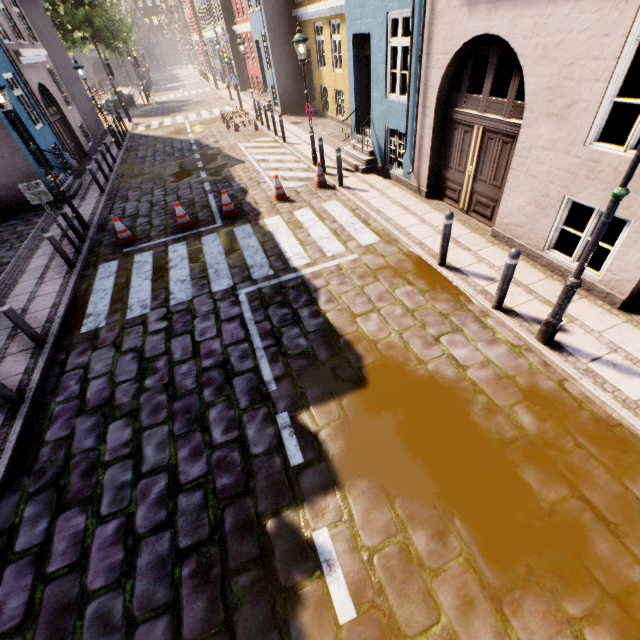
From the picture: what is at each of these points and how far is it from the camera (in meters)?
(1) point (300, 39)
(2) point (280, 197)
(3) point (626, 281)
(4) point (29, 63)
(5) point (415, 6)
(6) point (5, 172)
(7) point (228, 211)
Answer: (1) street light, 9.34
(2) traffic cone, 10.03
(3) building, 4.86
(4) building, 14.02
(5) building, 6.95
(6) building, 11.25
(7) traffic cone, 9.52

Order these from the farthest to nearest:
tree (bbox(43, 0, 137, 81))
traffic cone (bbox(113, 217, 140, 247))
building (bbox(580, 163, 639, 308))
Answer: tree (bbox(43, 0, 137, 81)) → traffic cone (bbox(113, 217, 140, 247)) → building (bbox(580, 163, 639, 308))

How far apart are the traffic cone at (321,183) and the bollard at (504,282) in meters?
7.0 m

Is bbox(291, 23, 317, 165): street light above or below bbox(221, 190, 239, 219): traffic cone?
above

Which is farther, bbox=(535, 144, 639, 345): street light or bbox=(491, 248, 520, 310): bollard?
bbox=(491, 248, 520, 310): bollard

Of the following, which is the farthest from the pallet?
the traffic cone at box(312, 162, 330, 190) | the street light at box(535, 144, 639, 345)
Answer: the street light at box(535, 144, 639, 345)

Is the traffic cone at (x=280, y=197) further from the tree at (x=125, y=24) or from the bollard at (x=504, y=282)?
the tree at (x=125, y=24)

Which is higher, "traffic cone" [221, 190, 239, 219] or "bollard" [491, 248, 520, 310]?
"bollard" [491, 248, 520, 310]
